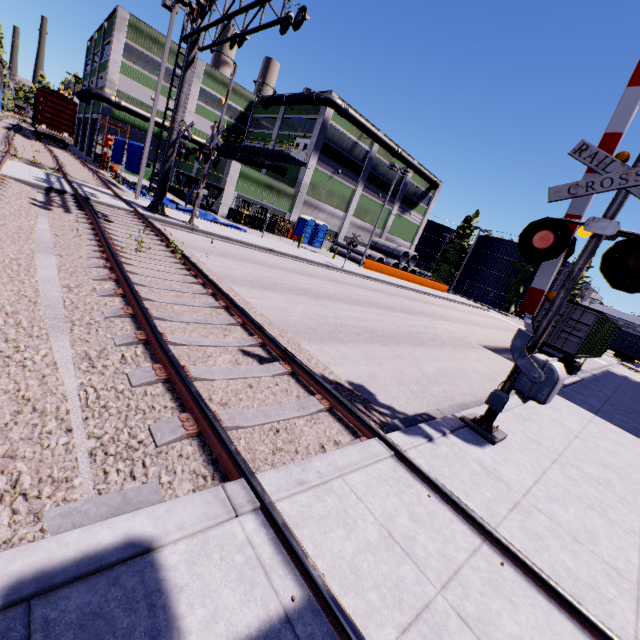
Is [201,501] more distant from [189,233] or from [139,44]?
[139,44]

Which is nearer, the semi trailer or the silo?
the semi trailer

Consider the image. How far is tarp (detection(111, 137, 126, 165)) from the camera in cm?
2467

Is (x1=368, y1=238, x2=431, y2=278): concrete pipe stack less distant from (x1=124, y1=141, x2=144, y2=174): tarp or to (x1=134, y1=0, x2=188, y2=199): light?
(x1=124, y1=141, x2=144, y2=174): tarp

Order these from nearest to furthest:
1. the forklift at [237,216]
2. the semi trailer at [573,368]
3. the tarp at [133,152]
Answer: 1. the semi trailer at [573,368]
2. the tarp at [133,152]
3. the forklift at [237,216]

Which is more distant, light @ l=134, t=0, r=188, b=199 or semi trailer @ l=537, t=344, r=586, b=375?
semi trailer @ l=537, t=344, r=586, b=375

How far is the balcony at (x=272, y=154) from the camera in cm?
3303

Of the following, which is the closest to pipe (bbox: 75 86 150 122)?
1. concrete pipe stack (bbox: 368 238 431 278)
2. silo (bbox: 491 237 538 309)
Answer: silo (bbox: 491 237 538 309)
